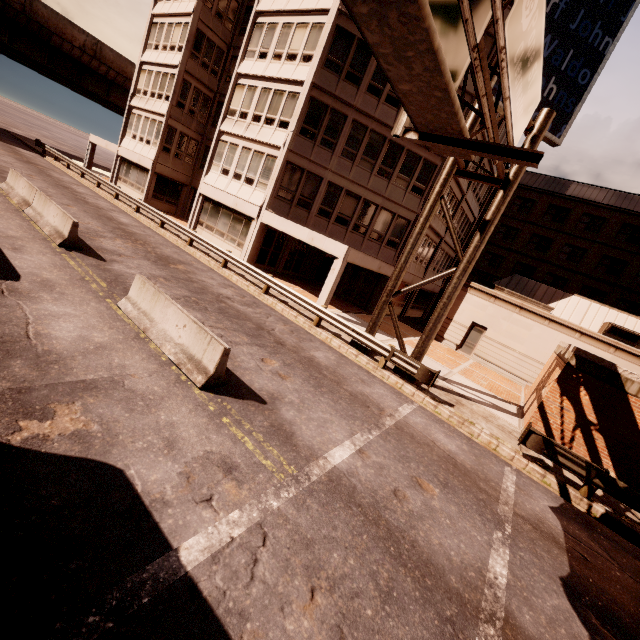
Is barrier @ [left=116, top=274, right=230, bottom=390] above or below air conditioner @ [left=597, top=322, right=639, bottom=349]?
below

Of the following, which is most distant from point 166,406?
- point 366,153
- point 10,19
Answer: point 10,19

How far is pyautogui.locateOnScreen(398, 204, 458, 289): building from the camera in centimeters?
2489cm

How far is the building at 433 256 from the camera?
24.89m

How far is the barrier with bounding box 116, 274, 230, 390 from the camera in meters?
6.8 m

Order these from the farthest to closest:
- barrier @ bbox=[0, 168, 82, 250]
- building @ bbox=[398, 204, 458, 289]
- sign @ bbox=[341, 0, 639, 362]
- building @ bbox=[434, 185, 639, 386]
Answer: building @ bbox=[398, 204, 458, 289]
building @ bbox=[434, 185, 639, 386]
barrier @ bbox=[0, 168, 82, 250]
sign @ bbox=[341, 0, 639, 362]

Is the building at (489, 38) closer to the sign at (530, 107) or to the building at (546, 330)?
the building at (546, 330)

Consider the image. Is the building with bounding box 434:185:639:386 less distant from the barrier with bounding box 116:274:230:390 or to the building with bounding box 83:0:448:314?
the building with bounding box 83:0:448:314
